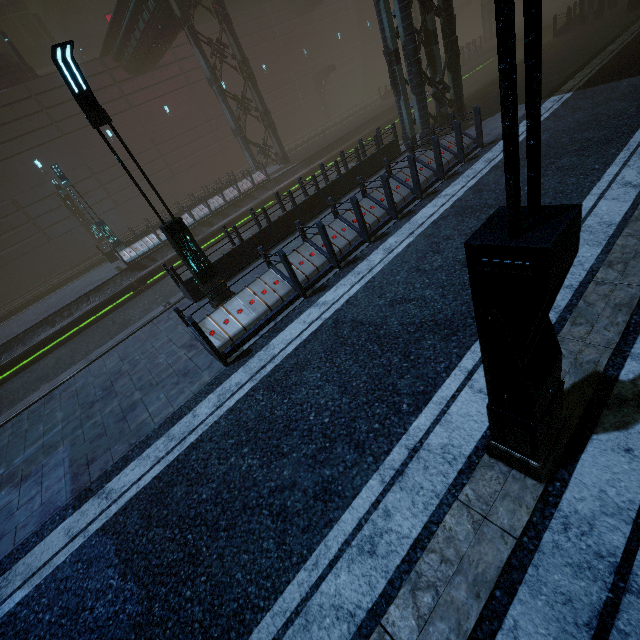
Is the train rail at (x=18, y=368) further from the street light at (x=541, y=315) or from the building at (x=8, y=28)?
the street light at (x=541, y=315)

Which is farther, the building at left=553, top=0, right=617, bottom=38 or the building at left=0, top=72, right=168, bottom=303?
the building at left=0, top=72, right=168, bottom=303

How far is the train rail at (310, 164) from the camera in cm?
1902

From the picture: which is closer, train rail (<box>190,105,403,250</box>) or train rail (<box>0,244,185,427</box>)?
train rail (<box>0,244,185,427</box>)

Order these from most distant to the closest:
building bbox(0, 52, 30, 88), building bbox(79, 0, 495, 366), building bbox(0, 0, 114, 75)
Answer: building bbox(0, 0, 114, 75)
building bbox(0, 52, 30, 88)
building bbox(79, 0, 495, 366)

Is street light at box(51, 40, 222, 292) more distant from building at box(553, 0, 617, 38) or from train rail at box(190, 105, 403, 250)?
building at box(553, 0, 617, 38)

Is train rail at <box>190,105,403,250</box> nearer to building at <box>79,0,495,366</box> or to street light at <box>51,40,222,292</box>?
building at <box>79,0,495,366</box>

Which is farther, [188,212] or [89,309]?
[188,212]
